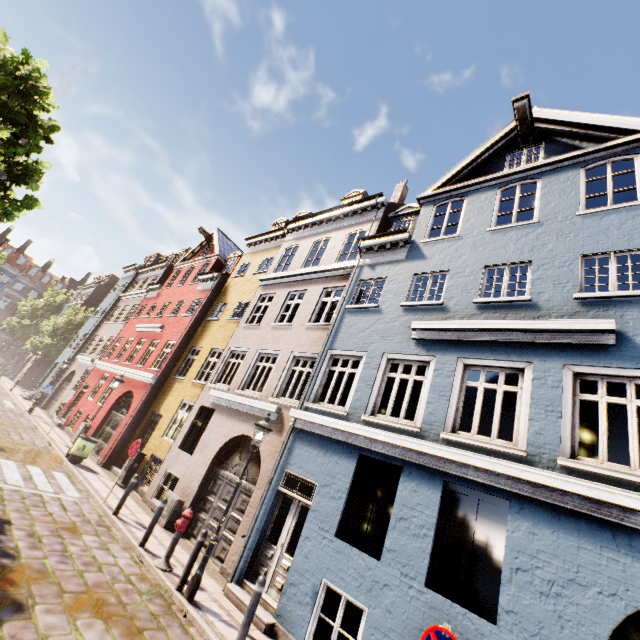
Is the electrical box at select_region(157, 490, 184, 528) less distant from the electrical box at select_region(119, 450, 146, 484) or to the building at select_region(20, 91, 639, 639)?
the building at select_region(20, 91, 639, 639)

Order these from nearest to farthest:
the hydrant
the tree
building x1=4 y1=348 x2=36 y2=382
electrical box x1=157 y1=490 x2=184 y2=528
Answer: the hydrant → the tree → electrical box x1=157 y1=490 x2=184 y2=528 → building x1=4 y1=348 x2=36 y2=382

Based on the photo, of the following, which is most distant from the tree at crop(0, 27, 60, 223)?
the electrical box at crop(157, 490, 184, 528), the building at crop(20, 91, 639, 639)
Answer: the electrical box at crop(157, 490, 184, 528)

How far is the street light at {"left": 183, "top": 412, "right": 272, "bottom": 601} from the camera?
6.46m

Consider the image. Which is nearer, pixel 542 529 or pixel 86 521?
pixel 542 529

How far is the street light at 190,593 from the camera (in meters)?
6.46

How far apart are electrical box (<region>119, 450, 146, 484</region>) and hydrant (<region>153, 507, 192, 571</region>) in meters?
6.8

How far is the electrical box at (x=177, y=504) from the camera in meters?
10.0
